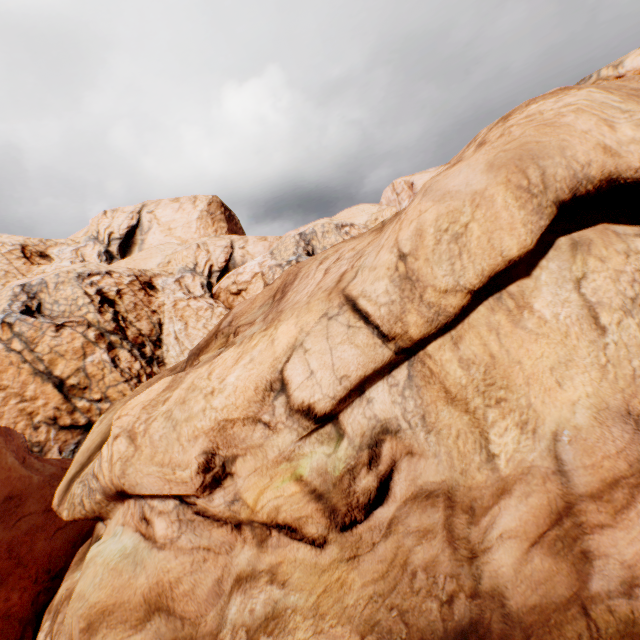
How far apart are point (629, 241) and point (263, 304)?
9.0 meters
